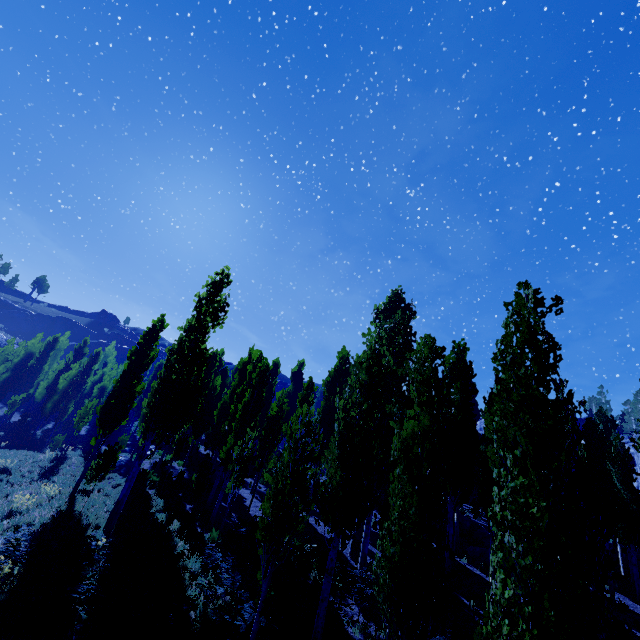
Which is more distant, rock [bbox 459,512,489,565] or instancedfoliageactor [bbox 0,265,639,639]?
rock [bbox 459,512,489,565]

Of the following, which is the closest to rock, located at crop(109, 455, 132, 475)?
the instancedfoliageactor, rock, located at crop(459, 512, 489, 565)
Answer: the instancedfoliageactor

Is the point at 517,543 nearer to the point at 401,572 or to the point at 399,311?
the point at 401,572

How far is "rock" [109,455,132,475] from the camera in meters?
21.5

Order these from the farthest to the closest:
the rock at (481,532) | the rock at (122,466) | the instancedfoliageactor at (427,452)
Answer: the rock at (122,466)
the rock at (481,532)
the instancedfoliageactor at (427,452)

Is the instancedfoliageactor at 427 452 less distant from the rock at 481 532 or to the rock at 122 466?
the rock at 481 532

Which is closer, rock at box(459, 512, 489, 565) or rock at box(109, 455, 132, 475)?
rock at box(459, 512, 489, 565)
